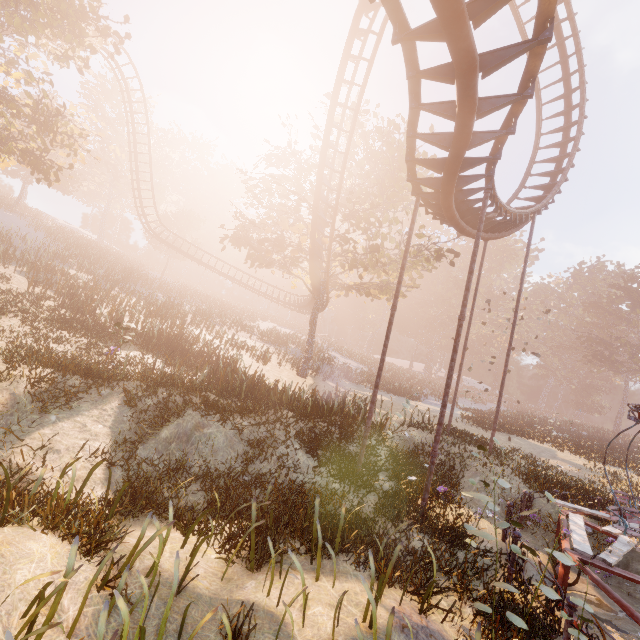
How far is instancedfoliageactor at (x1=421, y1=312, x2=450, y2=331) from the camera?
57.5 meters

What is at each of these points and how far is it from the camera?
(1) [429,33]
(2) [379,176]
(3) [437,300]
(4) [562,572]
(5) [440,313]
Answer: (1) roller coaster, 4.99m
(2) tree, 21.97m
(3) instancedfoliageactor, 59.12m
(4) merry-go-round, 6.63m
(5) instancedfoliageactor, 57.59m

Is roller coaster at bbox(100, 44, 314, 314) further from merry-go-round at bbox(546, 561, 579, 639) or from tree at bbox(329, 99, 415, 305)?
merry-go-round at bbox(546, 561, 579, 639)

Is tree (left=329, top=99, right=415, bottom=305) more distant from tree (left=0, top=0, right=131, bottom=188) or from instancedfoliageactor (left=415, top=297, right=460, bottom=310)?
instancedfoliageactor (left=415, top=297, right=460, bottom=310)

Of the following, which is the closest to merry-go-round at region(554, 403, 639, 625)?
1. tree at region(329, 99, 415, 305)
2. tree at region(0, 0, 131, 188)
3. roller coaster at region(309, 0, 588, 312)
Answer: roller coaster at region(309, 0, 588, 312)

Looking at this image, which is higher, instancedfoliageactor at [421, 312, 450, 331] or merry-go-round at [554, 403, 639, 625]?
instancedfoliageactor at [421, 312, 450, 331]

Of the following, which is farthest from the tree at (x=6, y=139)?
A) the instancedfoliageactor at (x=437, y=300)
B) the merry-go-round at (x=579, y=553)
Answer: the instancedfoliageactor at (x=437, y=300)

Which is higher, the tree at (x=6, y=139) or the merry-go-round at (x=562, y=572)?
the tree at (x=6, y=139)
